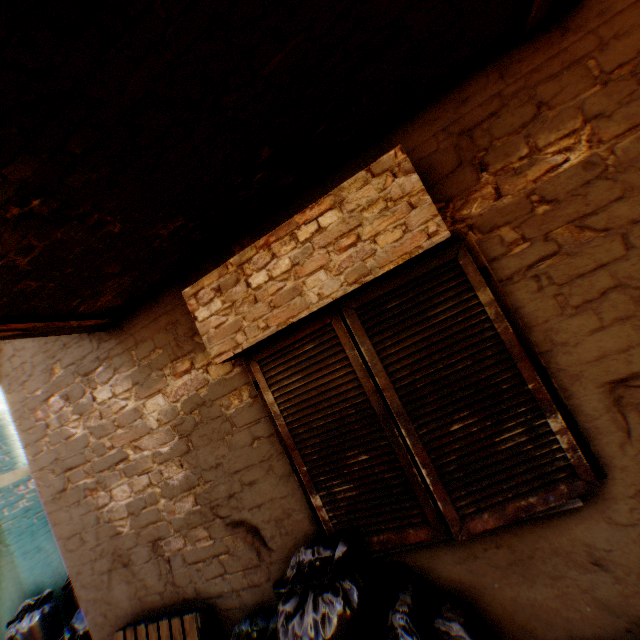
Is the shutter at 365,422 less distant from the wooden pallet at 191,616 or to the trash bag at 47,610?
the trash bag at 47,610

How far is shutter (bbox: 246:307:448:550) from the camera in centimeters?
201cm

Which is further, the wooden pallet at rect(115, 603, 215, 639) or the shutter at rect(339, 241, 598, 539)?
the wooden pallet at rect(115, 603, 215, 639)

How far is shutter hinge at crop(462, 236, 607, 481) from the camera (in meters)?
1.81

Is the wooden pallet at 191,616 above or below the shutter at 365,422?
below

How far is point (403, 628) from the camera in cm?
179

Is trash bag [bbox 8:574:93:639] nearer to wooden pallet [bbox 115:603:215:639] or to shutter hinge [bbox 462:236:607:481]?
wooden pallet [bbox 115:603:215:639]

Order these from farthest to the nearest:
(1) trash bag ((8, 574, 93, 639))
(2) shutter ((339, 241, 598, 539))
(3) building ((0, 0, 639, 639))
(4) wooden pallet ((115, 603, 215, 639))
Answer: (1) trash bag ((8, 574, 93, 639)) → (4) wooden pallet ((115, 603, 215, 639)) → (2) shutter ((339, 241, 598, 539)) → (3) building ((0, 0, 639, 639))
